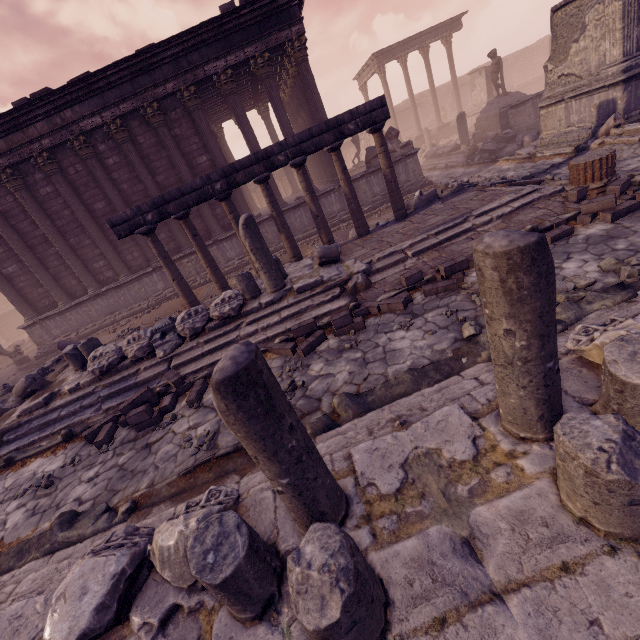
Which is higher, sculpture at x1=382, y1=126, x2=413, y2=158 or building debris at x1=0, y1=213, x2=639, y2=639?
sculpture at x1=382, y1=126, x2=413, y2=158

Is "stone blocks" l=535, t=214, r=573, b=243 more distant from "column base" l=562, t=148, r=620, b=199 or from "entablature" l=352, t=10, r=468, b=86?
"entablature" l=352, t=10, r=468, b=86

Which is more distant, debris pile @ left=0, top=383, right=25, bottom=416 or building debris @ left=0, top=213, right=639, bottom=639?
debris pile @ left=0, top=383, right=25, bottom=416

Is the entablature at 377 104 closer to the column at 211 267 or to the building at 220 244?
the column at 211 267

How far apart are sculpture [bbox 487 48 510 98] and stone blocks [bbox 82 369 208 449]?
20.7m

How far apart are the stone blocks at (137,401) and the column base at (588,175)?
8.21m

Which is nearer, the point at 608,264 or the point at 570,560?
the point at 570,560

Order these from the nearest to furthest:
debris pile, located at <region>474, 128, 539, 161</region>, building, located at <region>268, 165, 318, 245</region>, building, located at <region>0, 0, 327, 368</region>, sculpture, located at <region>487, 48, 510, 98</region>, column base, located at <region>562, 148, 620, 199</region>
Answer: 1. column base, located at <region>562, 148, 620, 199</region>
2. building, located at <region>0, 0, 327, 368</region>
3. debris pile, located at <region>474, 128, 539, 161</region>
4. building, located at <region>268, 165, 318, 245</region>
5. sculpture, located at <region>487, 48, 510, 98</region>
